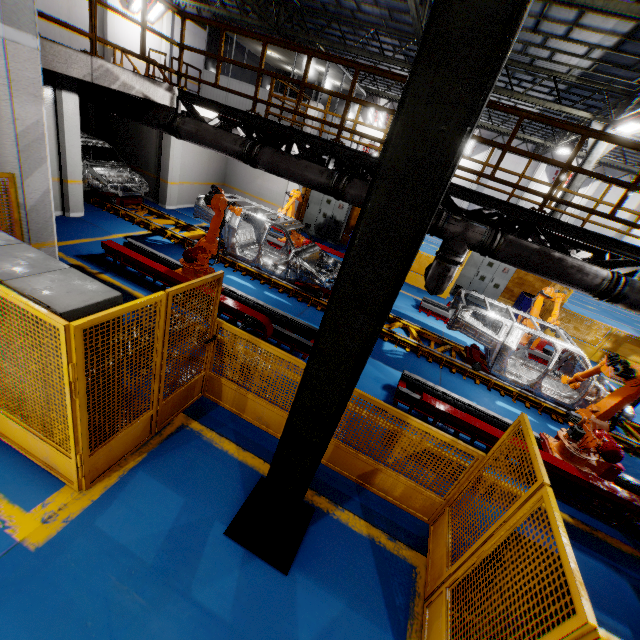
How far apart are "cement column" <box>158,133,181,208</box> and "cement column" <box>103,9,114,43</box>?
8.63m

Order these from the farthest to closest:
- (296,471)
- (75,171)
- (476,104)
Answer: (75,171)
(296,471)
(476,104)

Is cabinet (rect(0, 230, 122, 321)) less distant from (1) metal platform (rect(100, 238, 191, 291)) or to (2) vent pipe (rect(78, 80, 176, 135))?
(1) metal platform (rect(100, 238, 191, 291))

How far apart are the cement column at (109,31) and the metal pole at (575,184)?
22.0 meters

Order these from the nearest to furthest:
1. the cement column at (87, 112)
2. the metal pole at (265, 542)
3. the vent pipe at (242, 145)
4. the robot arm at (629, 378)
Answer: the metal pole at (265, 542)
the robot arm at (629, 378)
the vent pipe at (242, 145)
the cement column at (87, 112)

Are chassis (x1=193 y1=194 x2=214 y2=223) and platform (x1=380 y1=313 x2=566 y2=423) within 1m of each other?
yes

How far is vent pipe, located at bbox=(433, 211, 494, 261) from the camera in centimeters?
566cm

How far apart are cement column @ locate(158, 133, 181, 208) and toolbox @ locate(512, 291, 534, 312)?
15.2m
